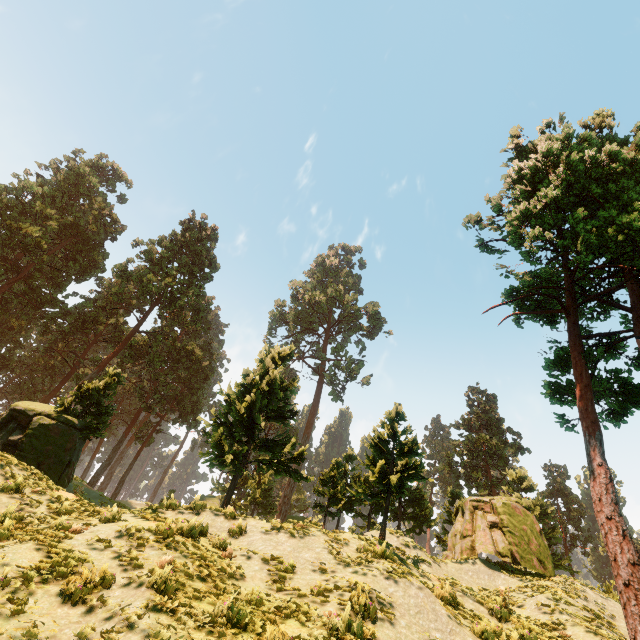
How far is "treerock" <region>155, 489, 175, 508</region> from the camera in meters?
12.0 m

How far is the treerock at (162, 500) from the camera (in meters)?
Result: 12.02

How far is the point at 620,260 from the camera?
13.1 meters
